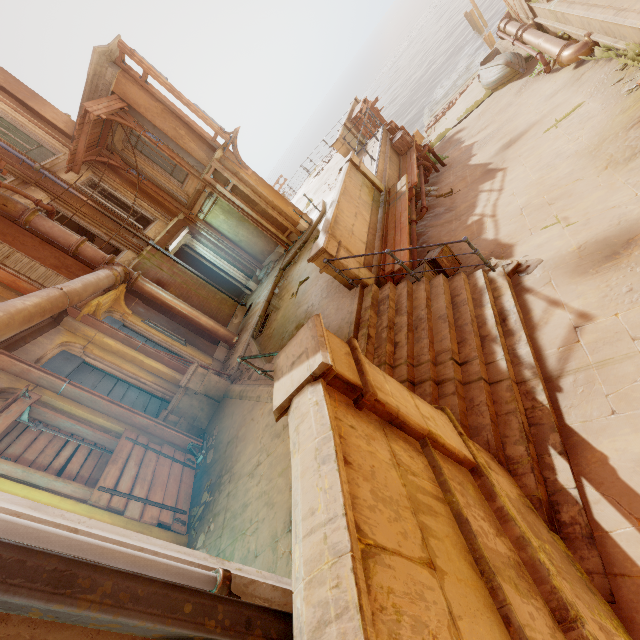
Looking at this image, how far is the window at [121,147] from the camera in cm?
1255

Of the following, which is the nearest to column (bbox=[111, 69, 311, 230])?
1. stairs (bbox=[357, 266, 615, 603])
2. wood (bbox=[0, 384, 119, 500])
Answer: stairs (bbox=[357, 266, 615, 603])

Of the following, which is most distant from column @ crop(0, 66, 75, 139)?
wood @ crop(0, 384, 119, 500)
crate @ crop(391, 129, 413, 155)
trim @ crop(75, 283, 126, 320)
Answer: crate @ crop(391, 129, 413, 155)

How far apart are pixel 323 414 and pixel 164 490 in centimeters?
498cm

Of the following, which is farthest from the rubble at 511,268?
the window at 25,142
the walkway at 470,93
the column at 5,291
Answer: the walkway at 470,93

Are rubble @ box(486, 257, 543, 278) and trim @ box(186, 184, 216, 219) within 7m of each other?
no

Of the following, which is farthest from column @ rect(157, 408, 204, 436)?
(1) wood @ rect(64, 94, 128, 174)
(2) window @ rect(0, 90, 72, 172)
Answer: (1) wood @ rect(64, 94, 128, 174)

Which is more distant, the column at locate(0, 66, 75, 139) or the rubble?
the column at locate(0, 66, 75, 139)
